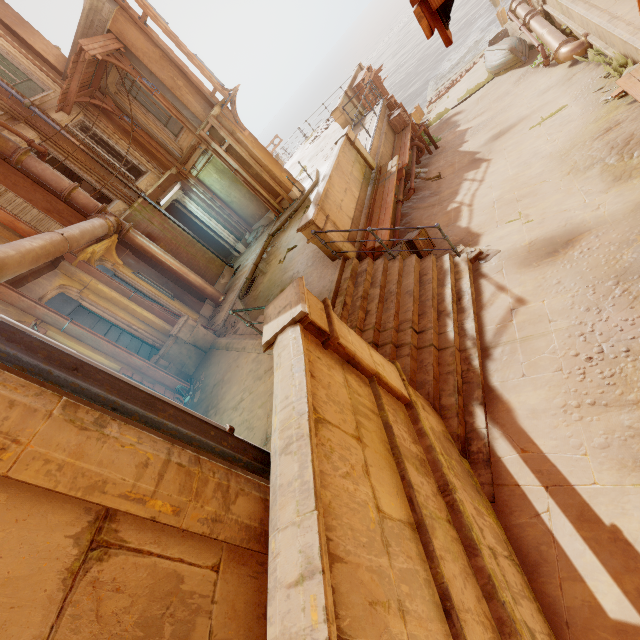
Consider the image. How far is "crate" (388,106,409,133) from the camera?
12.97m

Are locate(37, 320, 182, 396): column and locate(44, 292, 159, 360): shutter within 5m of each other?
yes

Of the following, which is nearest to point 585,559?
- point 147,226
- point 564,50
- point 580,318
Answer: point 580,318

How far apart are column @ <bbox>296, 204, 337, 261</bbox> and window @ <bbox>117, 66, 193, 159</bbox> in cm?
910

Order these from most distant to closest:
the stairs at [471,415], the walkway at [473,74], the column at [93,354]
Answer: the walkway at [473,74]
the column at [93,354]
the stairs at [471,415]

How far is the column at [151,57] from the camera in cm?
1097

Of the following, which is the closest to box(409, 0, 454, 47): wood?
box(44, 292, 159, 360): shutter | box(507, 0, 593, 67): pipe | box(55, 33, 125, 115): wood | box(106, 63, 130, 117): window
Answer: box(44, 292, 159, 360): shutter

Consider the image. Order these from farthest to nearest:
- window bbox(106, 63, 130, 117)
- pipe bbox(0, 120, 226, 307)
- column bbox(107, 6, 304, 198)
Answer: window bbox(106, 63, 130, 117) < column bbox(107, 6, 304, 198) < pipe bbox(0, 120, 226, 307)
